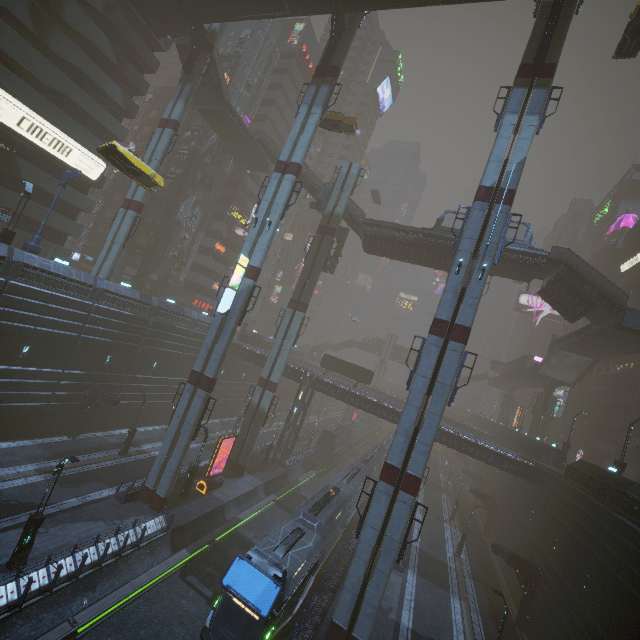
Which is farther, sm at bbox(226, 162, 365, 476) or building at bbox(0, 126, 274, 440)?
sm at bbox(226, 162, 365, 476)

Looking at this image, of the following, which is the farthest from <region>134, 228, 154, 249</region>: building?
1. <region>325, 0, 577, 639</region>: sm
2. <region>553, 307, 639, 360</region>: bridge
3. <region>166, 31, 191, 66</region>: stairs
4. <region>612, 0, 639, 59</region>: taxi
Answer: <region>553, 307, 639, 360</region>: bridge

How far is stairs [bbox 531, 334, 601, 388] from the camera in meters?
42.6 m

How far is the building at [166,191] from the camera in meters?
47.3 m

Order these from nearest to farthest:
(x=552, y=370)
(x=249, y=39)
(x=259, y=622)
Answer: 1. (x=259, y=622)
2. (x=552, y=370)
3. (x=249, y=39)

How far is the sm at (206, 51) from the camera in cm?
3144

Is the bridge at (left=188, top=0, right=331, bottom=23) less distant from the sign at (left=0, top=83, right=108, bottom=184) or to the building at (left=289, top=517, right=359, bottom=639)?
the sign at (left=0, top=83, right=108, bottom=184)

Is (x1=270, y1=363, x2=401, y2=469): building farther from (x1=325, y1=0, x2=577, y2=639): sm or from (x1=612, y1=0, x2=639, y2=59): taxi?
(x1=612, y1=0, x2=639, y2=59): taxi
